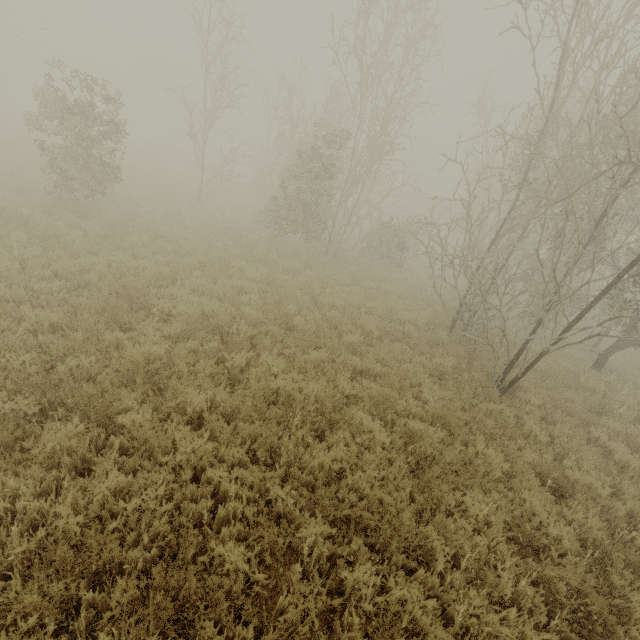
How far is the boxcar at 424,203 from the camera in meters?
45.0

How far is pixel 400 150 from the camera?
14.1m

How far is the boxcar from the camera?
45.00m
